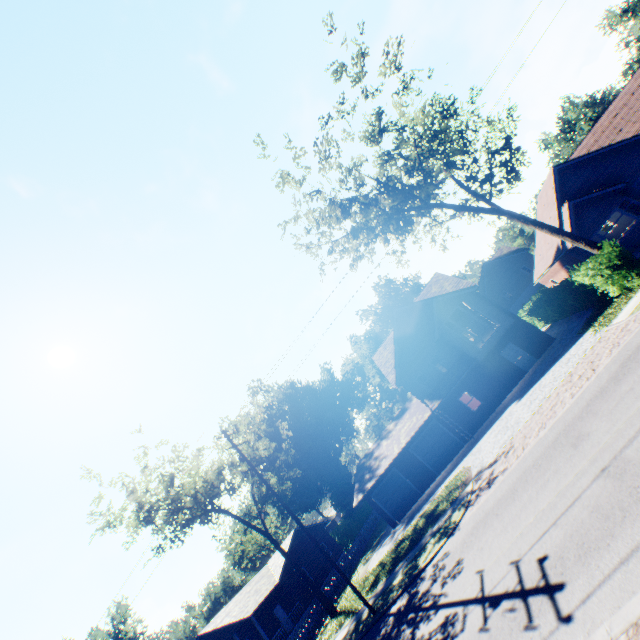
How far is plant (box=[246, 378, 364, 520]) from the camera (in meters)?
50.19

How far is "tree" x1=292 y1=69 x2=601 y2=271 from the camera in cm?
1684

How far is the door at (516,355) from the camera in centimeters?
2464cm

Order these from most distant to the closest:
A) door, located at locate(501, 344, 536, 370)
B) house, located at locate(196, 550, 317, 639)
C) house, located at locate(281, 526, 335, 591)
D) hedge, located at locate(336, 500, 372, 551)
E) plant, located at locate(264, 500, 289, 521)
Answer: plant, located at locate(264, 500, 289, 521) < hedge, located at locate(336, 500, 372, 551) < house, located at locate(281, 526, 335, 591) < house, located at locate(196, 550, 317, 639) < door, located at locate(501, 344, 536, 370)

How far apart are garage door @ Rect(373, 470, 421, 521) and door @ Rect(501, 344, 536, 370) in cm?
1287

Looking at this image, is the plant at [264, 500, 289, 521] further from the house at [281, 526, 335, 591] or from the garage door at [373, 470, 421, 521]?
the garage door at [373, 470, 421, 521]

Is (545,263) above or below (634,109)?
below

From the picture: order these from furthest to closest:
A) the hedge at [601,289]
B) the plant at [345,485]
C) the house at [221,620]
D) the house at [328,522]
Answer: the plant at [345,485] < the house at [328,522] < the house at [221,620] < the hedge at [601,289]
